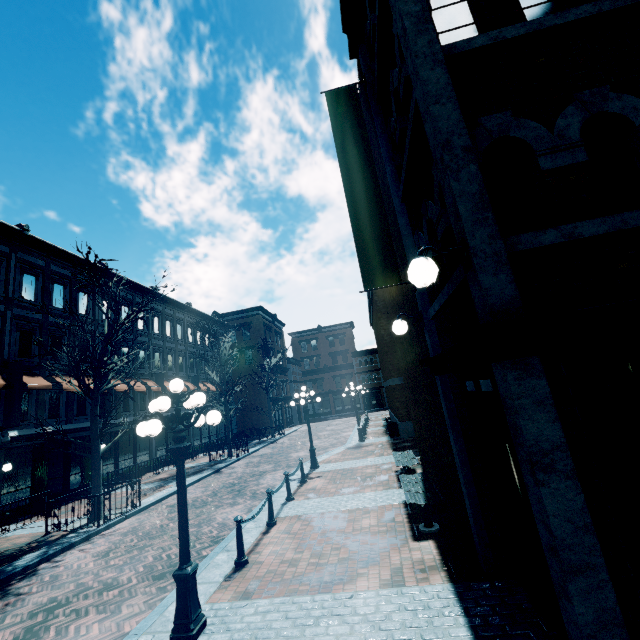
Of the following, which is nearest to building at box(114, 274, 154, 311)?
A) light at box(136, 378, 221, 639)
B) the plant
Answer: the plant

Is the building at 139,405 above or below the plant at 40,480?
above

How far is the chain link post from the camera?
6.46m

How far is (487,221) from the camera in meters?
3.1

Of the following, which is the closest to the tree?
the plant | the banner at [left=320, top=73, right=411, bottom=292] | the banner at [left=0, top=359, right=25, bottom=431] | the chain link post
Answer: the banner at [left=0, top=359, right=25, bottom=431]

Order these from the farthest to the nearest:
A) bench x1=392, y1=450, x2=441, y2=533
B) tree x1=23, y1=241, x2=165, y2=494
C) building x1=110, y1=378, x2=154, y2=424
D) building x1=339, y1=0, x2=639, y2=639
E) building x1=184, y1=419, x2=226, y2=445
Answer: building x1=184, y1=419, x2=226, y2=445 → building x1=110, y1=378, x2=154, y2=424 → tree x1=23, y1=241, x2=165, y2=494 → bench x1=392, y1=450, x2=441, y2=533 → building x1=339, y1=0, x2=639, y2=639

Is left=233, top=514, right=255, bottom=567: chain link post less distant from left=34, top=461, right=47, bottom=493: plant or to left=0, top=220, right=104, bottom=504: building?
left=0, top=220, right=104, bottom=504: building

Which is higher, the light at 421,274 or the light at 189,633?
the light at 421,274
